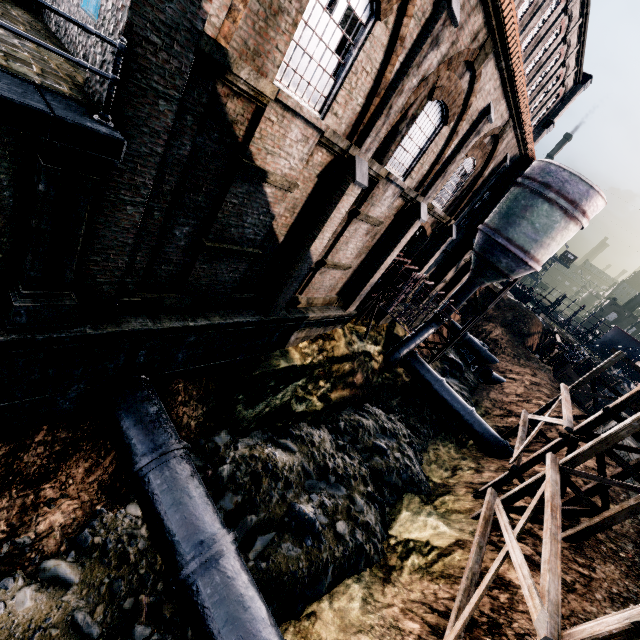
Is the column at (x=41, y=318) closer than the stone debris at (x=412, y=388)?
Yes

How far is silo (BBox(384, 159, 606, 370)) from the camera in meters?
18.8

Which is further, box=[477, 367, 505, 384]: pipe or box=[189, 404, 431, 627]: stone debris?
box=[477, 367, 505, 384]: pipe

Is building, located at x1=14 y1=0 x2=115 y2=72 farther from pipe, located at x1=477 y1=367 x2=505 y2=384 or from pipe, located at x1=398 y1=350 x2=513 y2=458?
pipe, located at x1=477 y1=367 x2=505 y2=384

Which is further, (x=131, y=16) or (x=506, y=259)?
(x=506, y=259)

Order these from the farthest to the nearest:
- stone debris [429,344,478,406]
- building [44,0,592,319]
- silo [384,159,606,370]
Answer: stone debris [429,344,478,406] → silo [384,159,606,370] → building [44,0,592,319]

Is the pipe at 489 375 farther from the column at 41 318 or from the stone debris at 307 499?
the column at 41 318

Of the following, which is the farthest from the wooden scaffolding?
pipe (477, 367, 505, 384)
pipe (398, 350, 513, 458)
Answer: pipe (477, 367, 505, 384)
